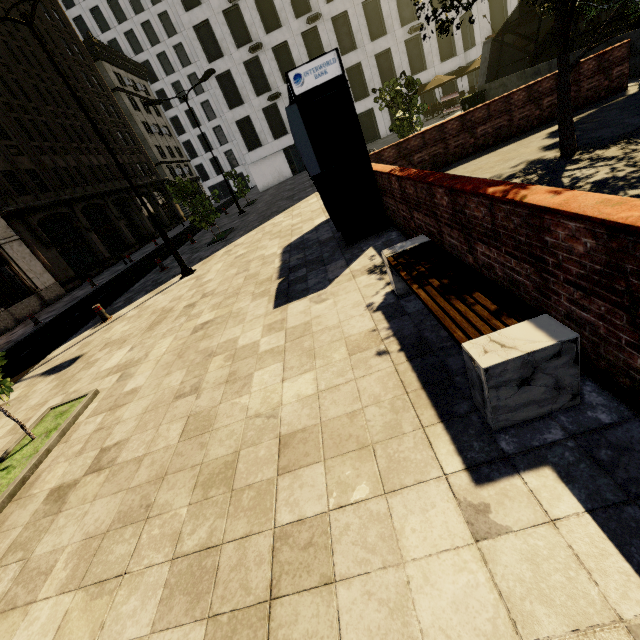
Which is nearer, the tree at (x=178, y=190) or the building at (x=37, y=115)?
the tree at (x=178, y=190)

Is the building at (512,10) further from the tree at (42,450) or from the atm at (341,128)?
the atm at (341,128)

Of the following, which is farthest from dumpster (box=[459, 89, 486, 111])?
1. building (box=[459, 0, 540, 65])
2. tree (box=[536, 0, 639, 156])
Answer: building (box=[459, 0, 540, 65])

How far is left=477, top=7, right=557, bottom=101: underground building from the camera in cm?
1409

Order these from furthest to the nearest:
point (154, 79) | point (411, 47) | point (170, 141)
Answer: point (154, 79) → point (170, 141) → point (411, 47)

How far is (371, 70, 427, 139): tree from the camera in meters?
13.1

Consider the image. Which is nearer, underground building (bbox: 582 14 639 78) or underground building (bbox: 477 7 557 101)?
underground building (bbox: 582 14 639 78)

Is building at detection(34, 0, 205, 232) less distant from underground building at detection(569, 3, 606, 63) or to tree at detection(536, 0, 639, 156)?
tree at detection(536, 0, 639, 156)
